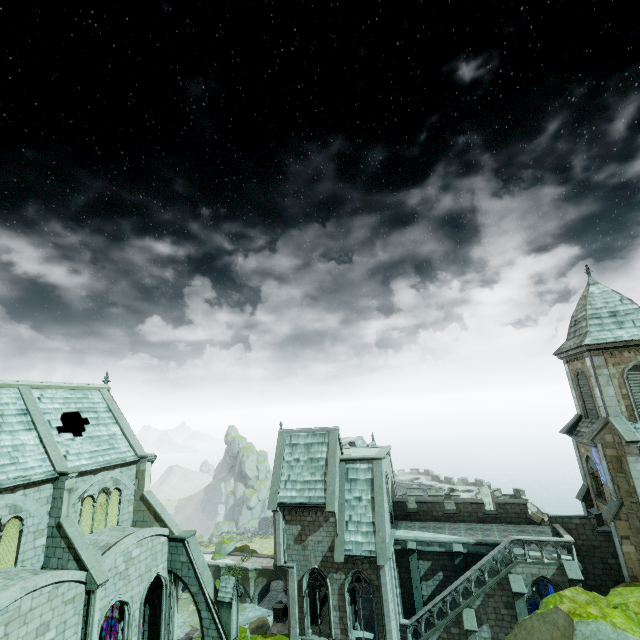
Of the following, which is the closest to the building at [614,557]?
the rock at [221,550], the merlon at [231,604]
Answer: the merlon at [231,604]

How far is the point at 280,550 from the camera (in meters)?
24.44

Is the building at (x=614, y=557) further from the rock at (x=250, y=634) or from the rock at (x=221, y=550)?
the rock at (x=221, y=550)

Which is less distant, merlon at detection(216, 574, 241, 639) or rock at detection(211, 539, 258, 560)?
merlon at detection(216, 574, 241, 639)

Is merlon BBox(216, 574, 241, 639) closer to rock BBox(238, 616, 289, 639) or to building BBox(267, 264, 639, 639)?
building BBox(267, 264, 639, 639)

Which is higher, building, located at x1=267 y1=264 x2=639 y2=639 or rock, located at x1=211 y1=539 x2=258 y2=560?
building, located at x1=267 y1=264 x2=639 y2=639

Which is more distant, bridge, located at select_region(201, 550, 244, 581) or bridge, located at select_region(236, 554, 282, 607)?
bridge, located at select_region(201, 550, 244, 581)

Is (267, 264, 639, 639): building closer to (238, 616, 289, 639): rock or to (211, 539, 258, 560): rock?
(238, 616, 289, 639): rock
